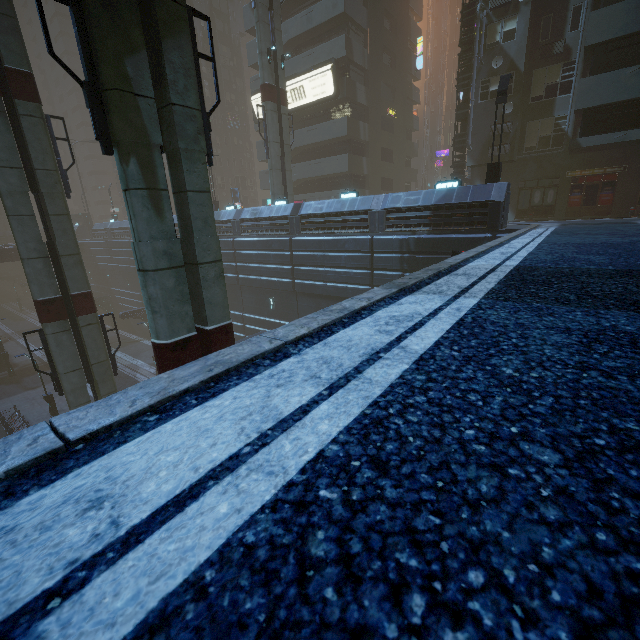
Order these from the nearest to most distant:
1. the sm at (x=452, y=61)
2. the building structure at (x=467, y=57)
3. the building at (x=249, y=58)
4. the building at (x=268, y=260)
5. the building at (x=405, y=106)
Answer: the building at (x=268, y=260) → the building at (x=405, y=106) → the building structure at (x=467, y=57) → the building at (x=249, y=58) → the sm at (x=452, y=61)

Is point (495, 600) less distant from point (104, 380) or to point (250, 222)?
point (104, 380)

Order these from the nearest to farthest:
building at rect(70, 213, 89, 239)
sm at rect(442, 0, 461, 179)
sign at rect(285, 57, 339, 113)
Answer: sign at rect(285, 57, 339, 113) < building at rect(70, 213, 89, 239) < sm at rect(442, 0, 461, 179)

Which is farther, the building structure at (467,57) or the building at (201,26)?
the building at (201,26)

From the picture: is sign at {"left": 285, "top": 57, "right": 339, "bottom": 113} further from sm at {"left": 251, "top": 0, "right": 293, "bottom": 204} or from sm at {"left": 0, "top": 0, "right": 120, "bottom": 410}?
sm at {"left": 251, "top": 0, "right": 293, "bottom": 204}

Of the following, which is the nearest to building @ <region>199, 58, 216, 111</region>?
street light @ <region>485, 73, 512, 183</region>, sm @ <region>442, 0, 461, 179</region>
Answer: street light @ <region>485, 73, 512, 183</region>

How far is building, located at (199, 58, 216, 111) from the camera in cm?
4566

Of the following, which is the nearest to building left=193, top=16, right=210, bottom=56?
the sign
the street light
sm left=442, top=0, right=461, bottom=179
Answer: the sign
